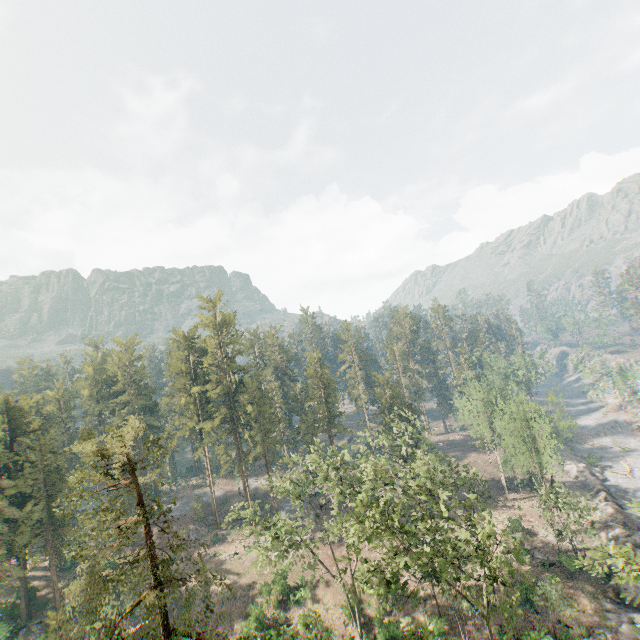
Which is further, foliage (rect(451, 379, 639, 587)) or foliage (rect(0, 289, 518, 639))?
foliage (rect(451, 379, 639, 587))

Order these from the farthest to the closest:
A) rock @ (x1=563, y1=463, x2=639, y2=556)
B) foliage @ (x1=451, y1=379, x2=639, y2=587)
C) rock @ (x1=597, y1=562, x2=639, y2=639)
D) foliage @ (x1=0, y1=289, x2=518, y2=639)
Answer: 1. rock @ (x1=563, y1=463, x2=639, y2=556)
2. rock @ (x1=597, y1=562, x2=639, y2=639)
3. foliage @ (x1=451, y1=379, x2=639, y2=587)
4. foliage @ (x1=0, y1=289, x2=518, y2=639)

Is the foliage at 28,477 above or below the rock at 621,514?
above

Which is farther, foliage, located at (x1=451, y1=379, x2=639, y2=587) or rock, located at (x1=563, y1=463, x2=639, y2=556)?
rock, located at (x1=563, y1=463, x2=639, y2=556)

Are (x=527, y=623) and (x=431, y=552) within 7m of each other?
no

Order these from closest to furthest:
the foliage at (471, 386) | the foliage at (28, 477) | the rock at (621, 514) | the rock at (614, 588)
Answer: the foliage at (28, 477), the foliage at (471, 386), the rock at (614, 588), the rock at (621, 514)
